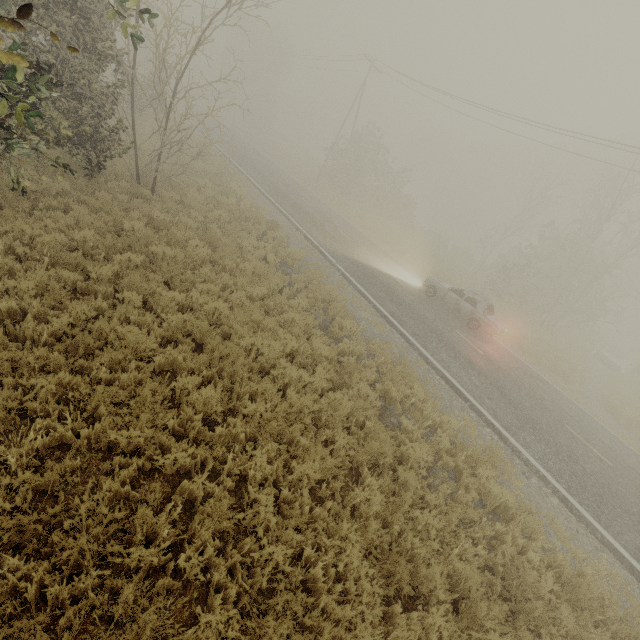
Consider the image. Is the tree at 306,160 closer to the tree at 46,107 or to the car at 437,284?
the tree at 46,107

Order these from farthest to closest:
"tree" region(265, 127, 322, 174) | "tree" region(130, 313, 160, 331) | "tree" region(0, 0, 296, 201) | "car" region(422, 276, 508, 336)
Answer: "tree" region(265, 127, 322, 174) < "car" region(422, 276, 508, 336) < "tree" region(130, 313, 160, 331) < "tree" region(0, 0, 296, 201)

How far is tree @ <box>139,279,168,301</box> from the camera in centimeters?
686cm

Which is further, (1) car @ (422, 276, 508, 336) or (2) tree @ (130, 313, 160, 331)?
(1) car @ (422, 276, 508, 336)

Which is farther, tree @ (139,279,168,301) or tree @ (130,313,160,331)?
tree @ (139,279,168,301)

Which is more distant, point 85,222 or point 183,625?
point 85,222

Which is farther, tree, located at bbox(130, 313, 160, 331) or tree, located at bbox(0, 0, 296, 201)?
tree, located at bbox(130, 313, 160, 331)

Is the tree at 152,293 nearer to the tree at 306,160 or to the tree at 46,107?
the tree at 46,107
